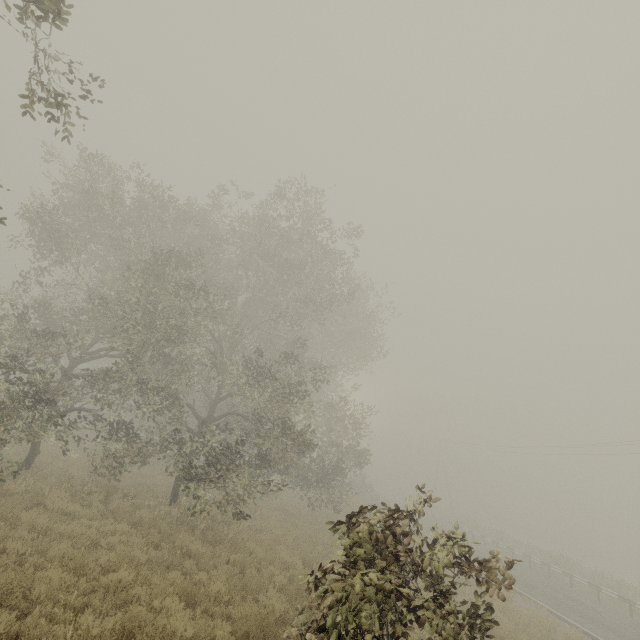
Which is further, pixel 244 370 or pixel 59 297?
pixel 59 297

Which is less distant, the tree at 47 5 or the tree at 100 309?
Result: the tree at 47 5

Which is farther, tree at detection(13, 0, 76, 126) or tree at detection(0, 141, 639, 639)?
tree at detection(0, 141, 639, 639)
